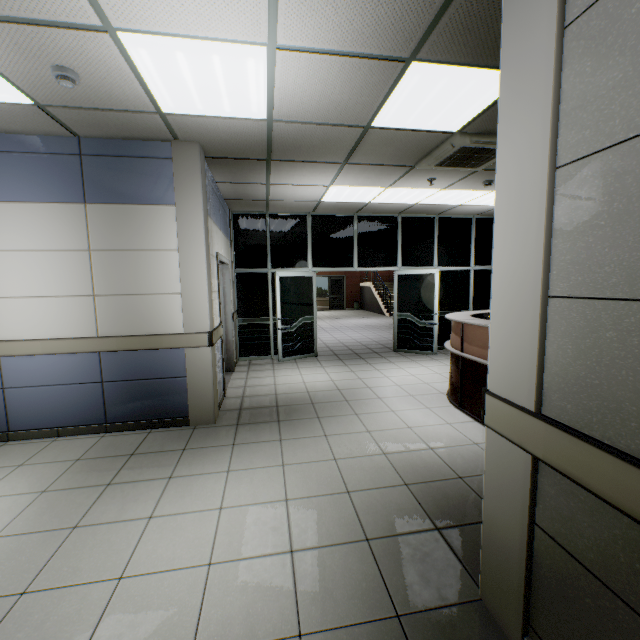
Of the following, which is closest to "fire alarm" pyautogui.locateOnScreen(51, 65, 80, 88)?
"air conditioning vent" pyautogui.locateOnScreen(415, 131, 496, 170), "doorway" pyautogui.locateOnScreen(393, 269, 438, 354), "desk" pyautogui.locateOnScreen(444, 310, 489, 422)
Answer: "air conditioning vent" pyautogui.locateOnScreen(415, 131, 496, 170)

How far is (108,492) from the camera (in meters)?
2.66

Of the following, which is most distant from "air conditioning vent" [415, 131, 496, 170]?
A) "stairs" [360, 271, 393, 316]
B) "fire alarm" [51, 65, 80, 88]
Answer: "stairs" [360, 271, 393, 316]

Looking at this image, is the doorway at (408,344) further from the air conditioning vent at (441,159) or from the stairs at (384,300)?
the stairs at (384,300)

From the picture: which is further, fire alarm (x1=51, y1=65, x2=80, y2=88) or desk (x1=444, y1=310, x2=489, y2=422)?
desk (x1=444, y1=310, x2=489, y2=422)

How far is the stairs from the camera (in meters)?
16.52

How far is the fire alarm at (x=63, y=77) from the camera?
2.3 meters

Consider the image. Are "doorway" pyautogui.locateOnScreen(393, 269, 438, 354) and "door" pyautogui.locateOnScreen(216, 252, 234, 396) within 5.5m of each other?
yes
